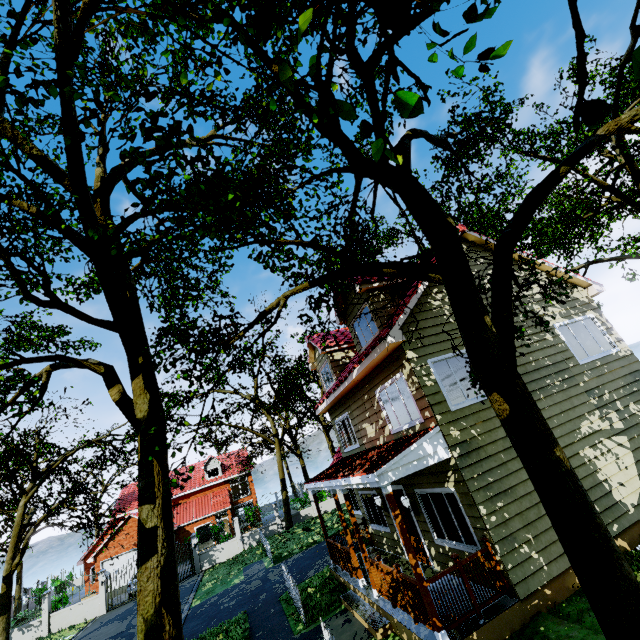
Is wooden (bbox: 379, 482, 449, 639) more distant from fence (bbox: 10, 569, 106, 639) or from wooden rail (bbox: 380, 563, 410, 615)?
fence (bbox: 10, 569, 106, 639)

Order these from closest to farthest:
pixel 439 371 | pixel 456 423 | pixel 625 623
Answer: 1. pixel 625 623
2. pixel 456 423
3. pixel 439 371

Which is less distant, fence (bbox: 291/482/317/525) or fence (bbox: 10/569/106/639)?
fence (bbox: 10/569/106/639)

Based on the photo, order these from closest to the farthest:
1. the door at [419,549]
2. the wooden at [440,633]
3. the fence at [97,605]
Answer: the wooden at [440,633], the door at [419,549], the fence at [97,605]

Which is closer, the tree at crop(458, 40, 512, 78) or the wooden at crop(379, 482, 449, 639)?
the tree at crop(458, 40, 512, 78)

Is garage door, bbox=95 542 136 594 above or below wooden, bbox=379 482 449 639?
above

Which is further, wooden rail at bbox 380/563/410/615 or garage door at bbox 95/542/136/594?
garage door at bbox 95/542/136/594

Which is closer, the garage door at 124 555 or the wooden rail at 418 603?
the wooden rail at 418 603
